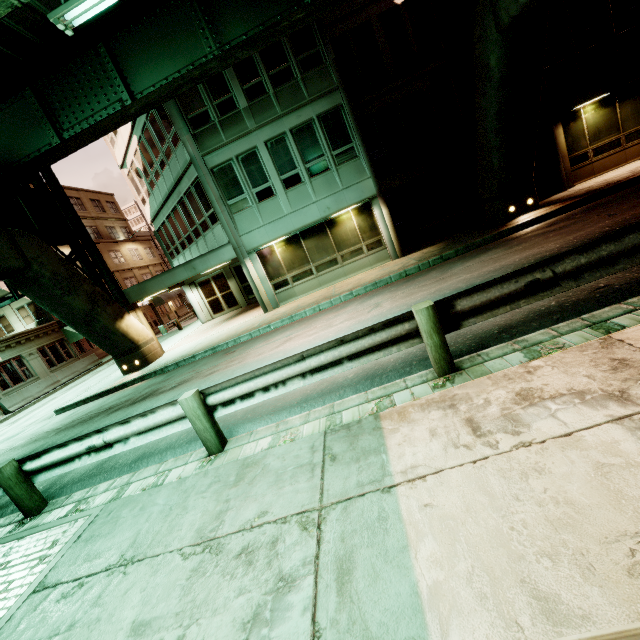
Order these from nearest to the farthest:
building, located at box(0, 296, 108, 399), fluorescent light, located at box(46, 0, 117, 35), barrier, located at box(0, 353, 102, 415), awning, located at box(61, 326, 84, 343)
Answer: fluorescent light, located at box(46, 0, 117, 35)
barrier, located at box(0, 353, 102, 415)
building, located at box(0, 296, 108, 399)
awning, located at box(61, 326, 84, 343)

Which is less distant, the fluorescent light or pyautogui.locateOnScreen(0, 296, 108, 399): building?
the fluorescent light

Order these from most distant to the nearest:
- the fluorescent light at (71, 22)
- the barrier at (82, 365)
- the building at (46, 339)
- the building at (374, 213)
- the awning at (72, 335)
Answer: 1. the awning at (72, 335)
2. the building at (46, 339)
3. the barrier at (82, 365)
4. the building at (374, 213)
5. the fluorescent light at (71, 22)

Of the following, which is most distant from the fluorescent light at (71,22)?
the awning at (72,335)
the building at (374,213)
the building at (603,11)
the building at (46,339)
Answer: the awning at (72,335)

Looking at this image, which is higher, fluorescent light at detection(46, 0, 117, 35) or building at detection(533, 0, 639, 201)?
fluorescent light at detection(46, 0, 117, 35)

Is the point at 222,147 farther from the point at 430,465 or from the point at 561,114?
the point at 430,465

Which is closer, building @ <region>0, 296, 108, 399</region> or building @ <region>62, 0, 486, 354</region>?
building @ <region>62, 0, 486, 354</region>

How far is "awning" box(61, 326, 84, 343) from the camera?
28.2m
